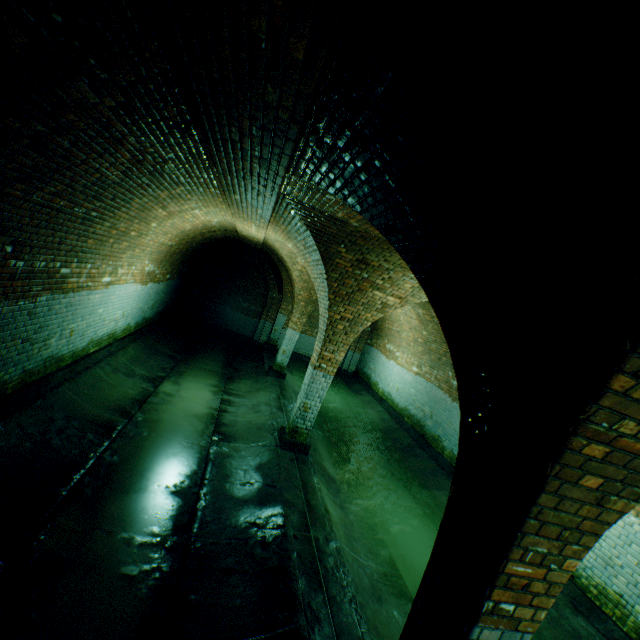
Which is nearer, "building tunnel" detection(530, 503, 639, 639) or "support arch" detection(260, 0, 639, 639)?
"support arch" detection(260, 0, 639, 639)

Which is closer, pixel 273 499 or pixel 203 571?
pixel 203 571

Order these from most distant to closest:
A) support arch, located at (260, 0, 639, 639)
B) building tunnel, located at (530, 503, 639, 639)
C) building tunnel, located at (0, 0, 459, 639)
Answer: building tunnel, located at (530, 503, 639, 639) → building tunnel, located at (0, 0, 459, 639) → support arch, located at (260, 0, 639, 639)

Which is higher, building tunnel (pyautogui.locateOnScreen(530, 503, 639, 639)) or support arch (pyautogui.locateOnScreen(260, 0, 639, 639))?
support arch (pyautogui.locateOnScreen(260, 0, 639, 639))

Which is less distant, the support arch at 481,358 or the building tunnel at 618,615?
the support arch at 481,358

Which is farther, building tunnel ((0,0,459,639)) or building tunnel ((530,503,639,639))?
building tunnel ((530,503,639,639))
